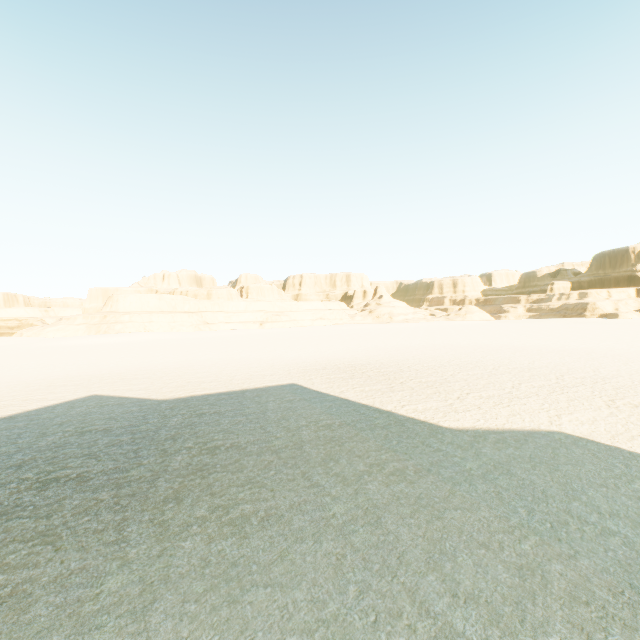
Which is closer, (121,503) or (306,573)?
(306,573)
